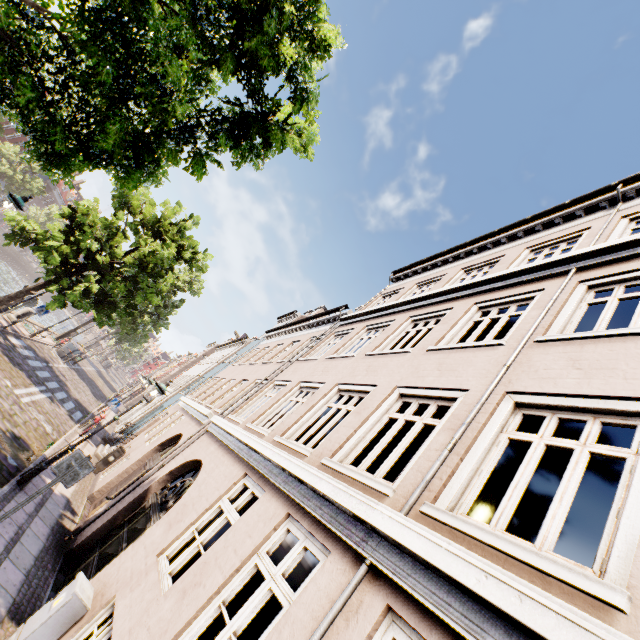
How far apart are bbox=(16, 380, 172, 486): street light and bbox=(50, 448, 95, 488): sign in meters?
3.1

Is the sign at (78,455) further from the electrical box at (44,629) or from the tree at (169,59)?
the tree at (169,59)

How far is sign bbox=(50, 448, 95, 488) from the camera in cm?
570

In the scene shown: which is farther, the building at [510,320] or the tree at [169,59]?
the tree at [169,59]

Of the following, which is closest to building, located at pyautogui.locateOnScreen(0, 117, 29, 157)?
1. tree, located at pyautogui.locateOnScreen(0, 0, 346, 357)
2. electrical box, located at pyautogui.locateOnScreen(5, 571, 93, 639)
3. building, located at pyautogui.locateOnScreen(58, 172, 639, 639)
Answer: tree, located at pyautogui.locateOnScreen(0, 0, 346, 357)

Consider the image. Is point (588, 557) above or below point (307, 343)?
above

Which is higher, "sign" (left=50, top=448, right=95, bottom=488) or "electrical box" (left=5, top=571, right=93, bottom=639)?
"sign" (left=50, top=448, right=95, bottom=488)

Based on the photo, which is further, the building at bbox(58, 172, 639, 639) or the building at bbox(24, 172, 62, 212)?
the building at bbox(24, 172, 62, 212)
